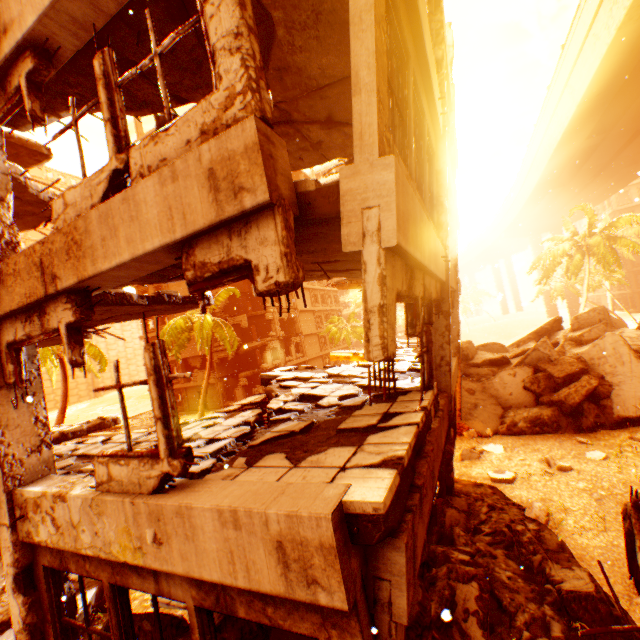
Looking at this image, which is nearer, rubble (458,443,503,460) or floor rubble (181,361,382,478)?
floor rubble (181,361,382,478)

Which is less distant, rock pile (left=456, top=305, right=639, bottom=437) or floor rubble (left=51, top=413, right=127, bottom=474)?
floor rubble (left=51, top=413, right=127, bottom=474)

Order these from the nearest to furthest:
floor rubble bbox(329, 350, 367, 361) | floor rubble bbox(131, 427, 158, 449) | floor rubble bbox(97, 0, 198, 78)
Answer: floor rubble bbox(97, 0, 198, 78), floor rubble bbox(131, 427, 158, 449), floor rubble bbox(329, 350, 367, 361)

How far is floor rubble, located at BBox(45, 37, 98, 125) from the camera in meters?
4.3

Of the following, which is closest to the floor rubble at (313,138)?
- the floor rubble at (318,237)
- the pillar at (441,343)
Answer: the pillar at (441,343)

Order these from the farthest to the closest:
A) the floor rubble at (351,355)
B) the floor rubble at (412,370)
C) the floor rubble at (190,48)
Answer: the floor rubble at (351,355), the floor rubble at (412,370), the floor rubble at (190,48)

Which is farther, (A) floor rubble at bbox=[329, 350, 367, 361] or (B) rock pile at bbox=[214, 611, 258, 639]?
(A) floor rubble at bbox=[329, 350, 367, 361]

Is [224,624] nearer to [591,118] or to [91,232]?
[91,232]
